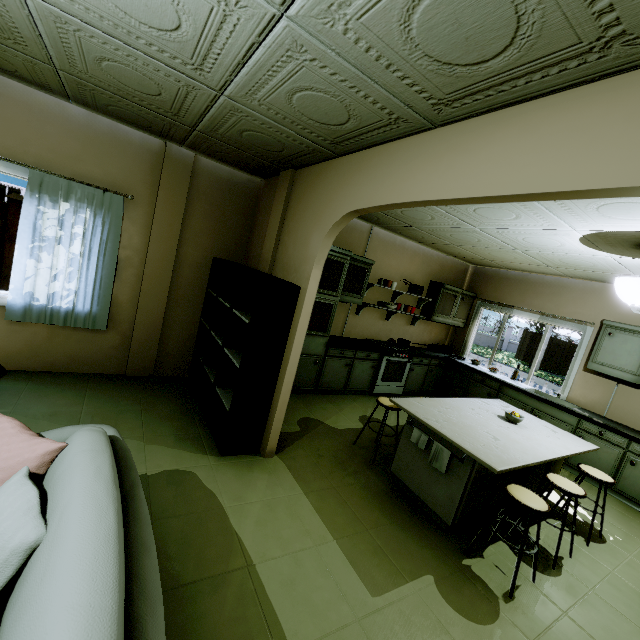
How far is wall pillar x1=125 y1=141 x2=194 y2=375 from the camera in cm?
367

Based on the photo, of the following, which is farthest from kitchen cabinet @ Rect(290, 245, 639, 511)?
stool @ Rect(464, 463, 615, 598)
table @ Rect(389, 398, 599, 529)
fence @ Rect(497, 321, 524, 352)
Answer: fence @ Rect(497, 321, 524, 352)

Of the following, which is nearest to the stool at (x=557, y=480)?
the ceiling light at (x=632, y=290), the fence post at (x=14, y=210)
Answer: the ceiling light at (x=632, y=290)

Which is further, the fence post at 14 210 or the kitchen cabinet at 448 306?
the fence post at 14 210

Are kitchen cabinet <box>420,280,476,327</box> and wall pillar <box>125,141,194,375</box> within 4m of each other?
no

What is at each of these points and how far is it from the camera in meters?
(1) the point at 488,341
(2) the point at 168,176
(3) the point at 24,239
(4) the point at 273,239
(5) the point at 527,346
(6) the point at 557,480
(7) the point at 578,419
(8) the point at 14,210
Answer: (1) fence, 29.6
(2) wall pillar, 3.7
(3) curtain, 3.2
(4) wall pillar, 3.5
(5) fence, 24.9
(6) stool, 2.8
(7) kitchen cabinet, 4.6
(8) fence post, 7.0

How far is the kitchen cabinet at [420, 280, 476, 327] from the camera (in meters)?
6.20

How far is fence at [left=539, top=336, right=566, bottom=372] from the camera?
23.1 meters
